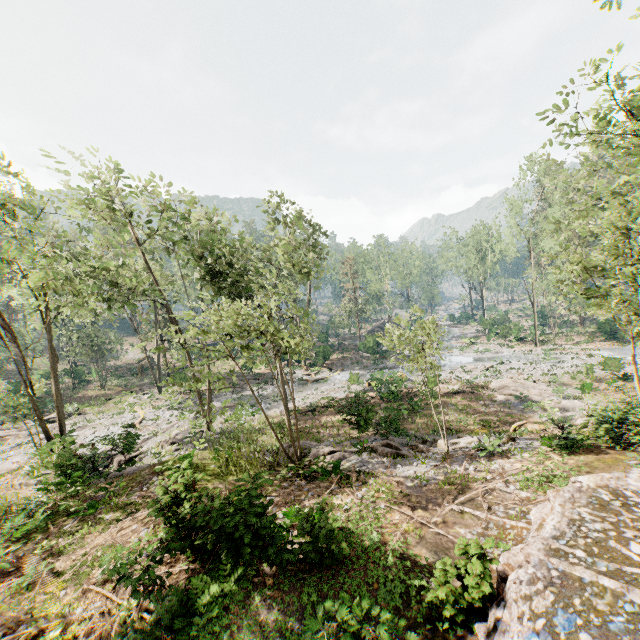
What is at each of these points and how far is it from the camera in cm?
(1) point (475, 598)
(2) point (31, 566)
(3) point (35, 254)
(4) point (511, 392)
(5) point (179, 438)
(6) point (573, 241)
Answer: (1) ground embankment, 664
(2) foliage, 986
(3) foliage, 1549
(4) foliage, 2530
(5) foliage, 2398
(6) foliage, 2603

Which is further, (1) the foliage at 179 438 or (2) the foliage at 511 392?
(1) the foliage at 179 438

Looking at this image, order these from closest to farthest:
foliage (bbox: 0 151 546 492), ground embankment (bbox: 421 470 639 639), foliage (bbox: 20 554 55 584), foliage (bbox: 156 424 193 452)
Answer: ground embankment (bbox: 421 470 639 639) → foliage (bbox: 20 554 55 584) → foliage (bbox: 0 151 546 492) → foliage (bbox: 156 424 193 452)

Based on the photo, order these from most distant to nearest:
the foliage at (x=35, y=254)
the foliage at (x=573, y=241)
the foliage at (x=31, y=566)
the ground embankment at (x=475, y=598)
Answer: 1. the foliage at (x=35, y=254)
2. the foliage at (x=573, y=241)
3. the foliage at (x=31, y=566)
4. the ground embankment at (x=475, y=598)

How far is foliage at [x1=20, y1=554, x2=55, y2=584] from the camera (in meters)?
9.46

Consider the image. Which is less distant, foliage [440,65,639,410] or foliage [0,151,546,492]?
foliage [440,65,639,410]

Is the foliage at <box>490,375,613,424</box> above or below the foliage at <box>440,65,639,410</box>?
below

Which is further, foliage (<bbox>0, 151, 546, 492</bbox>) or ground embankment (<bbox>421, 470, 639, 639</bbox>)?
foliage (<bbox>0, 151, 546, 492</bbox>)
